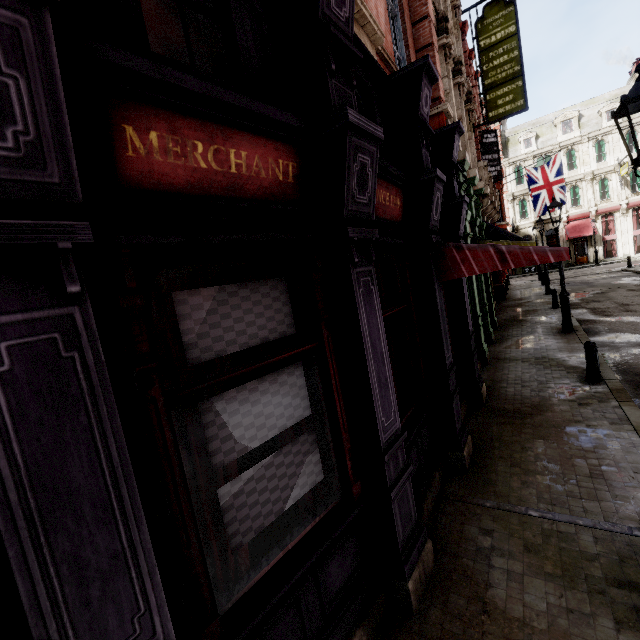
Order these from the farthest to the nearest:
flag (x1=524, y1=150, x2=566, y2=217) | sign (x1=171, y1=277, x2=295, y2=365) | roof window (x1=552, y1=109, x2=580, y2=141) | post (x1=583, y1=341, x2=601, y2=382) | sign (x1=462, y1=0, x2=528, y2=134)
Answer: roof window (x1=552, y1=109, x2=580, y2=141) → flag (x1=524, y1=150, x2=566, y2=217) → sign (x1=462, y1=0, x2=528, y2=134) → post (x1=583, y1=341, x2=601, y2=382) → sign (x1=171, y1=277, x2=295, y2=365)

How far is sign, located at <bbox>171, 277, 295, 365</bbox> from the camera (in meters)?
2.15

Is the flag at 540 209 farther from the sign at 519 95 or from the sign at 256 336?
the sign at 256 336

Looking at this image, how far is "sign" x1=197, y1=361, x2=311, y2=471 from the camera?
2.2m

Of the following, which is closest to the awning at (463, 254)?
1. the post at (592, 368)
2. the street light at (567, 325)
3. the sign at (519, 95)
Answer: the post at (592, 368)

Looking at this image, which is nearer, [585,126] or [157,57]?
[157,57]

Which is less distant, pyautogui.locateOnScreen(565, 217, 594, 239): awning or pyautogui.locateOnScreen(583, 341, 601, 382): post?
pyautogui.locateOnScreen(583, 341, 601, 382): post

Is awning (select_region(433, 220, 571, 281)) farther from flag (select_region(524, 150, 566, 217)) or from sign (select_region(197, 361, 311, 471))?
flag (select_region(524, 150, 566, 217))
